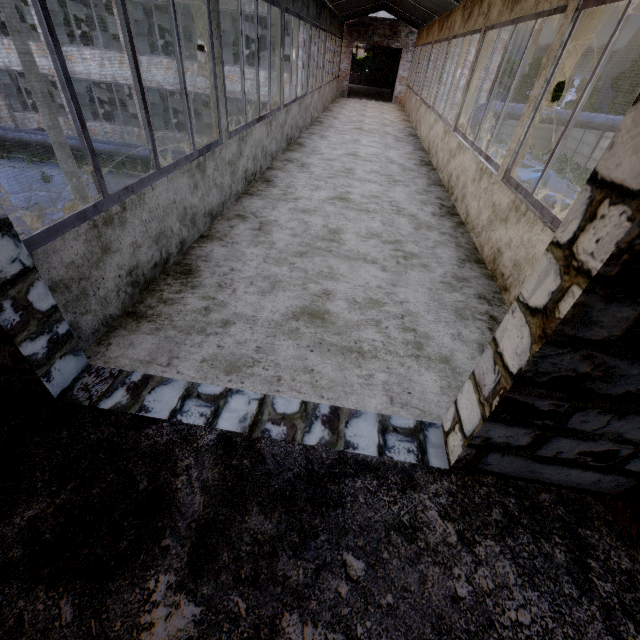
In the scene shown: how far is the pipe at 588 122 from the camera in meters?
14.3

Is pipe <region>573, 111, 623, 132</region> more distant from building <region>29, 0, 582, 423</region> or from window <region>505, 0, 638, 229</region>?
window <region>505, 0, 638, 229</region>

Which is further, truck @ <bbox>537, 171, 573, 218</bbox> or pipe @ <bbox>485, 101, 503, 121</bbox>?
pipe @ <bbox>485, 101, 503, 121</bbox>

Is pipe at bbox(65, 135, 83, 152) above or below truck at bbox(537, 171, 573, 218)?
below

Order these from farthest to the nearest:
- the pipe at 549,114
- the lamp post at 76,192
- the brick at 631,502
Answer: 1. the pipe at 549,114
2. the lamp post at 76,192
3. the brick at 631,502

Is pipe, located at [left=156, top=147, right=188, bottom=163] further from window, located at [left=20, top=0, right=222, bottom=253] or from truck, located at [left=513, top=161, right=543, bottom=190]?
window, located at [left=20, top=0, right=222, bottom=253]

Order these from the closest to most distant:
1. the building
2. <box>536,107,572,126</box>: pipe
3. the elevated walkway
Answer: the building
<box>536,107,572,126</box>: pipe
the elevated walkway

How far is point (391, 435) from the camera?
2.0m
